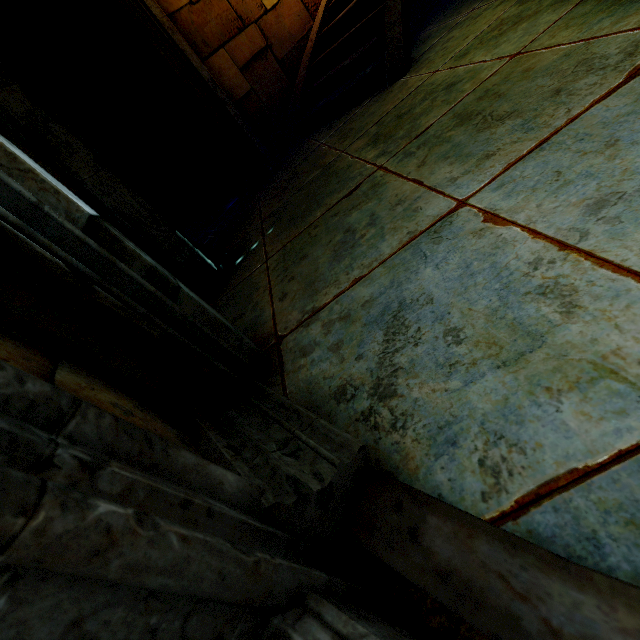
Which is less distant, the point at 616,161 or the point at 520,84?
the point at 616,161
